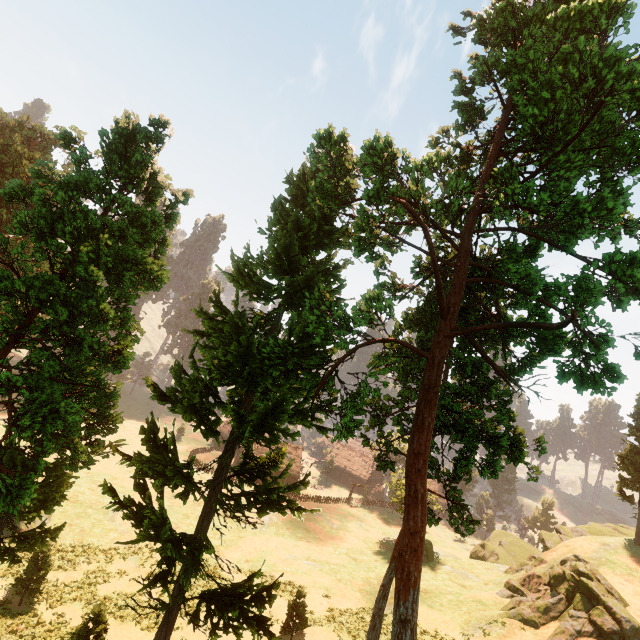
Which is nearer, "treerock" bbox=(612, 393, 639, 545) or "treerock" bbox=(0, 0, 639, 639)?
"treerock" bbox=(0, 0, 639, 639)

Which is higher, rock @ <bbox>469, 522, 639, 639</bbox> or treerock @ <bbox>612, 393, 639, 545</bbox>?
treerock @ <bbox>612, 393, 639, 545</bbox>

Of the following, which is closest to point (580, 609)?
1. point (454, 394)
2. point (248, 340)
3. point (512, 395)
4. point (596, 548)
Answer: point (596, 548)

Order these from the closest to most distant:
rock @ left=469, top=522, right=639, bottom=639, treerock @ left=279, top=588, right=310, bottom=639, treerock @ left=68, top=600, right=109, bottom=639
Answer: treerock @ left=68, top=600, right=109, bottom=639 → treerock @ left=279, top=588, right=310, bottom=639 → rock @ left=469, top=522, right=639, bottom=639

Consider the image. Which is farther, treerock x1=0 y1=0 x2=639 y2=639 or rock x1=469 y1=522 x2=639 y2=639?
rock x1=469 y1=522 x2=639 y2=639

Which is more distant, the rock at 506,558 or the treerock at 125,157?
the rock at 506,558
